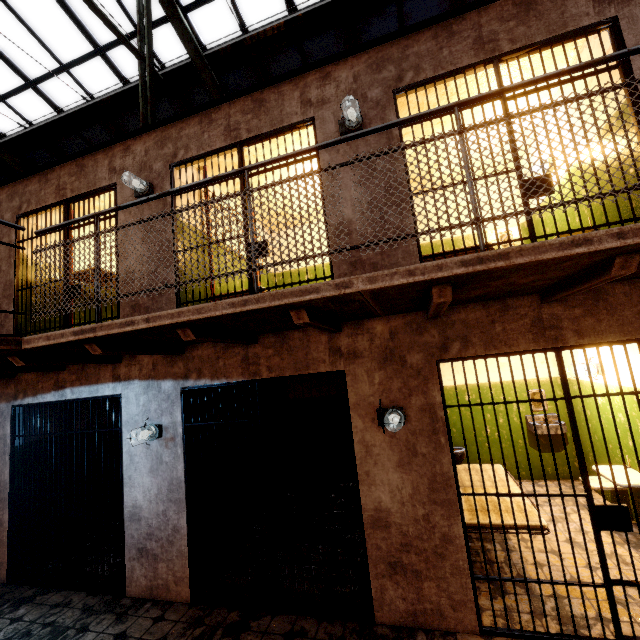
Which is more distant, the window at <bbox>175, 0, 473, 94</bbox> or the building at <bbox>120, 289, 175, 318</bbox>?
the window at <bbox>175, 0, 473, 94</bbox>

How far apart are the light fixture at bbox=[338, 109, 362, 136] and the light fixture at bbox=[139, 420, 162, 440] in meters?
4.0

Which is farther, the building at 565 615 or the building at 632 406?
the building at 632 406

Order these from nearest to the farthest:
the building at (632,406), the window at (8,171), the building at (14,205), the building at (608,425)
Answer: the building at (14,205) < the building at (632,406) < the building at (608,425) < the window at (8,171)

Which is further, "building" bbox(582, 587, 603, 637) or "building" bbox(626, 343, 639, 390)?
"building" bbox(626, 343, 639, 390)

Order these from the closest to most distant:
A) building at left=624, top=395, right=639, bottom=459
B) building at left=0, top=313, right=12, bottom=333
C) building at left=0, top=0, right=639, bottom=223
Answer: building at left=0, top=0, right=639, bottom=223 < building at left=624, top=395, right=639, bottom=459 < building at left=0, top=313, right=12, bottom=333

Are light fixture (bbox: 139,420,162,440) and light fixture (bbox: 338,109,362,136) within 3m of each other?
no

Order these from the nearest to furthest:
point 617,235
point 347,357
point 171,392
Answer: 1. point 617,235
2. point 347,357
3. point 171,392
